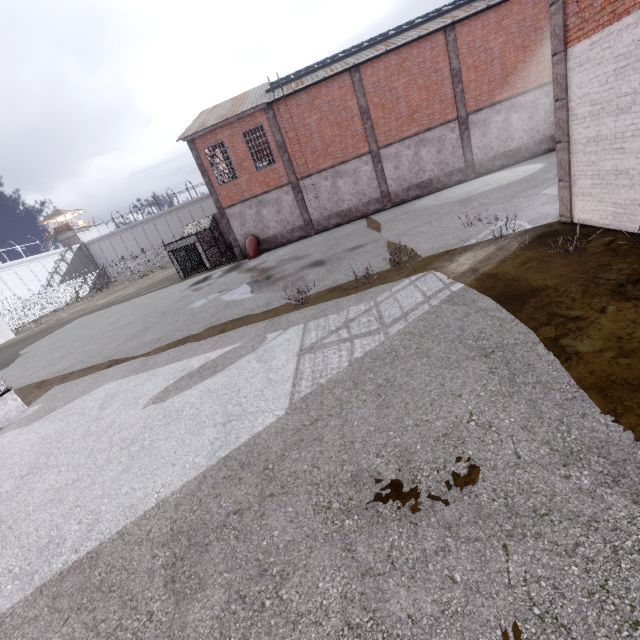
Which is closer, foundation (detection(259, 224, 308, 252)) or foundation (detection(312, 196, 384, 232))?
foundation (detection(312, 196, 384, 232))

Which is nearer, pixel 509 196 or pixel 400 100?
pixel 509 196

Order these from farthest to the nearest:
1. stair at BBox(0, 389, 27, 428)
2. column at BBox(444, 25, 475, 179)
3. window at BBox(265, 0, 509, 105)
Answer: column at BBox(444, 25, 475, 179) → window at BBox(265, 0, 509, 105) → stair at BBox(0, 389, 27, 428)

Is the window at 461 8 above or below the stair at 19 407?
above

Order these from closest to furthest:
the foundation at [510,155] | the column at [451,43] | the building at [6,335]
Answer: the column at [451,43] → the foundation at [510,155] → the building at [6,335]

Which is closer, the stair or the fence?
the stair

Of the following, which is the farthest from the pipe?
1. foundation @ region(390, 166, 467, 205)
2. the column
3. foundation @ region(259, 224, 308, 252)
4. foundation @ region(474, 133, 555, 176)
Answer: foundation @ region(474, 133, 555, 176)

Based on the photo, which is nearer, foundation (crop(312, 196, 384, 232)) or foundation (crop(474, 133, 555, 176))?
foundation (crop(474, 133, 555, 176))
